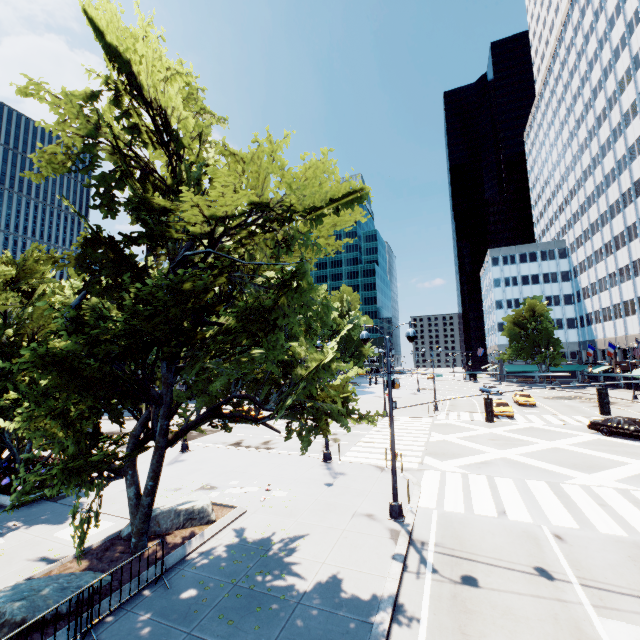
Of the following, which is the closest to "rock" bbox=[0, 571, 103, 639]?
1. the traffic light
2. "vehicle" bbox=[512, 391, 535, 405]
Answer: the traffic light

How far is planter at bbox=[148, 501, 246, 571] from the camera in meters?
9.7

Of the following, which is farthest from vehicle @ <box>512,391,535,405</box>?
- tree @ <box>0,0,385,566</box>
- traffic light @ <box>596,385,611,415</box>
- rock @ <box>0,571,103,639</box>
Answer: rock @ <box>0,571,103,639</box>

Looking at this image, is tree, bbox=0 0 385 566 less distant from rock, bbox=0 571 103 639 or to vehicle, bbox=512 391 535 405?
rock, bbox=0 571 103 639

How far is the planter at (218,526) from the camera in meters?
9.7

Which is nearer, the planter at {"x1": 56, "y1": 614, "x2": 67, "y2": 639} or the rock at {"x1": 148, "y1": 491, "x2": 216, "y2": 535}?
the planter at {"x1": 56, "y1": 614, "x2": 67, "y2": 639}

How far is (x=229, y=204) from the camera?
6.56m
